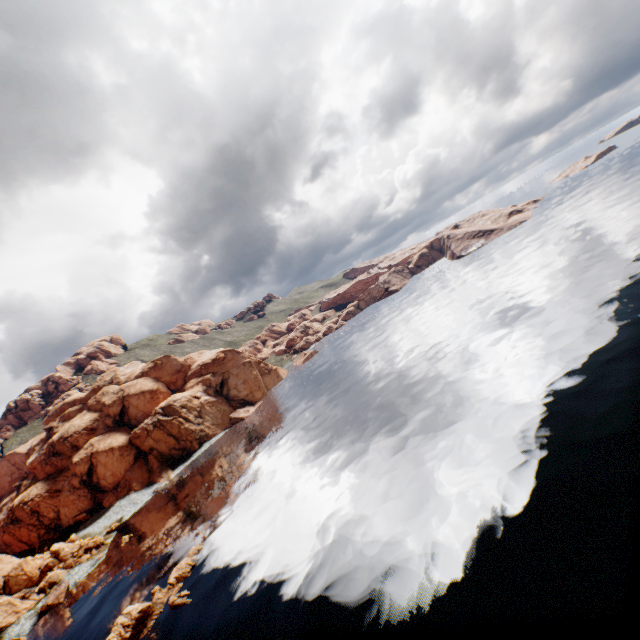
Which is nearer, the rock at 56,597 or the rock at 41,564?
the rock at 56,597

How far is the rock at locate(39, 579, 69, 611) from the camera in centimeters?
5068cm

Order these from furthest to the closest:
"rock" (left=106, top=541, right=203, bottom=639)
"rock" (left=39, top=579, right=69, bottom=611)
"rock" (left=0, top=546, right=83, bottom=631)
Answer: "rock" (left=0, top=546, right=83, bottom=631)
"rock" (left=39, top=579, right=69, bottom=611)
"rock" (left=106, top=541, right=203, bottom=639)

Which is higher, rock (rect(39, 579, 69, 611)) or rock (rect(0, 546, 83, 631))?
rock (rect(0, 546, 83, 631))

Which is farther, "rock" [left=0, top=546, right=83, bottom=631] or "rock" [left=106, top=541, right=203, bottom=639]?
"rock" [left=0, top=546, right=83, bottom=631]

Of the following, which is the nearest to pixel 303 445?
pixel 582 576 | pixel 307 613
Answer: pixel 307 613
